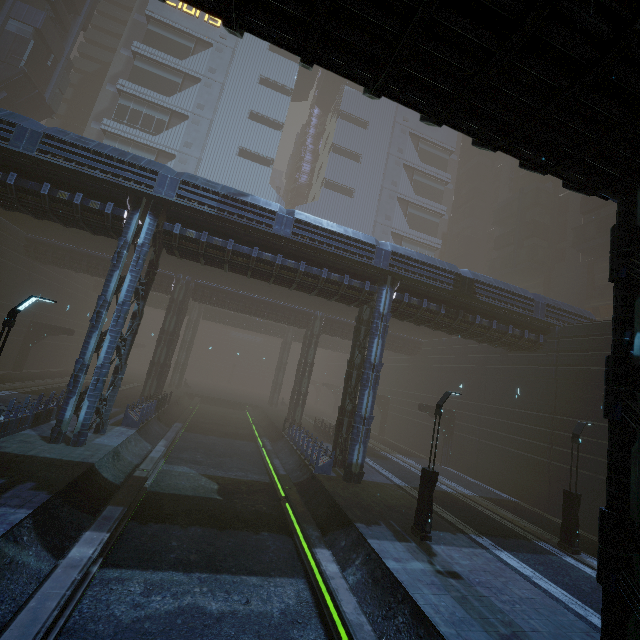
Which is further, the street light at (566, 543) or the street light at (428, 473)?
the street light at (566, 543)

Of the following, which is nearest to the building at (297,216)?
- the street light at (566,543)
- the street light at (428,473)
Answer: the street light at (566,543)

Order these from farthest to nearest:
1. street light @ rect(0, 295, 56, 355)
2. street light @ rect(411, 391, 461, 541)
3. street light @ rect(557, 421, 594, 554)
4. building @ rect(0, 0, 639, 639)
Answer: street light @ rect(557, 421, 594, 554) < street light @ rect(411, 391, 461, 541) < street light @ rect(0, 295, 56, 355) < building @ rect(0, 0, 639, 639)

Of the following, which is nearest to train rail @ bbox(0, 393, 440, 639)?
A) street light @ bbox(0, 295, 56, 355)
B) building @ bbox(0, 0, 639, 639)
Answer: building @ bbox(0, 0, 639, 639)

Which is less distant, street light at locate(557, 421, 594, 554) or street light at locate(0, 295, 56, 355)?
street light at locate(0, 295, 56, 355)

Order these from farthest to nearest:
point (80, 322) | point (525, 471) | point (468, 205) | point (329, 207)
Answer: point (468, 205) → point (329, 207) → point (80, 322) → point (525, 471)

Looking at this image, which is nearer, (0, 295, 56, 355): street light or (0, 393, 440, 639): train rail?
(0, 393, 440, 639): train rail

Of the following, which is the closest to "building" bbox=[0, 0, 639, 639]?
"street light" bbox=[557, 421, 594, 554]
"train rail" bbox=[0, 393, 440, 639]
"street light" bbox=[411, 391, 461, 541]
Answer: "train rail" bbox=[0, 393, 440, 639]
